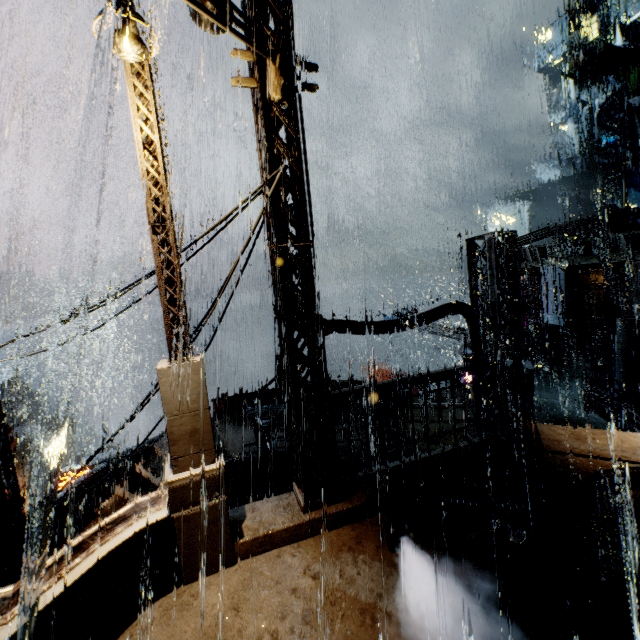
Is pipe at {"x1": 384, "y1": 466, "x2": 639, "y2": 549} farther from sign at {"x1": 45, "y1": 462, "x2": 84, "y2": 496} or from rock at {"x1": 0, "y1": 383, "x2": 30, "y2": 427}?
rock at {"x1": 0, "y1": 383, "x2": 30, "y2": 427}

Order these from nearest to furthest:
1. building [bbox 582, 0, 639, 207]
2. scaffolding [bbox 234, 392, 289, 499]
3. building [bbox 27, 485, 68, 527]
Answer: scaffolding [bbox 234, 392, 289, 499] < building [bbox 27, 485, 68, 527] < building [bbox 582, 0, 639, 207]

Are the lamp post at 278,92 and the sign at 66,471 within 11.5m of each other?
no

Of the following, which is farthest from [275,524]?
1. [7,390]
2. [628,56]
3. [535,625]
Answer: [628,56]

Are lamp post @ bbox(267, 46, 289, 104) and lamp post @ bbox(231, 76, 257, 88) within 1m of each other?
yes

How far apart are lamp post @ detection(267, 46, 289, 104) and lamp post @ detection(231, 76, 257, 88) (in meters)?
0.15

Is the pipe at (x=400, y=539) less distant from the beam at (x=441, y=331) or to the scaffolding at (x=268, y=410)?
the scaffolding at (x=268, y=410)

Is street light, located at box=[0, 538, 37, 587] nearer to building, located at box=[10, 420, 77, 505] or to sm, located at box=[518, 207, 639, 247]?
building, located at box=[10, 420, 77, 505]
